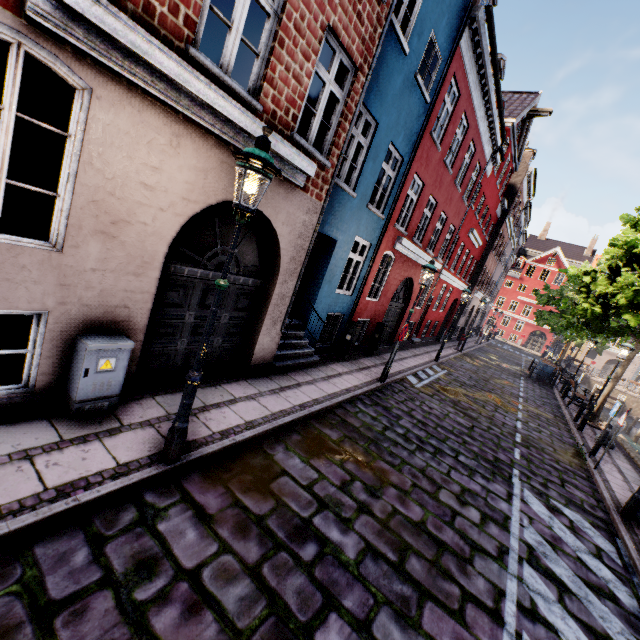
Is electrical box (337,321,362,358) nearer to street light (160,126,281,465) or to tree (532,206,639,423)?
street light (160,126,281,465)

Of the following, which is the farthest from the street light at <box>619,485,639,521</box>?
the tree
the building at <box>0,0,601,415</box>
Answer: the building at <box>0,0,601,415</box>

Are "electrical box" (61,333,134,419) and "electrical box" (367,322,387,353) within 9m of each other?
no

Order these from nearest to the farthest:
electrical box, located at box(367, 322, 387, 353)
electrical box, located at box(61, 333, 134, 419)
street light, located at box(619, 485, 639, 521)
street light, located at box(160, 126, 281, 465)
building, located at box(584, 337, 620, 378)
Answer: street light, located at box(160, 126, 281, 465), electrical box, located at box(61, 333, 134, 419), street light, located at box(619, 485, 639, 521), electrical box, located at box(367, 322, 387, 353), building, located at box(584, 337, 620, 378)

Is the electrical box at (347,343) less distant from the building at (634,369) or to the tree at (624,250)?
the building at (634,369)

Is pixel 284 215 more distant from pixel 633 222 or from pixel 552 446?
pixel 633 222

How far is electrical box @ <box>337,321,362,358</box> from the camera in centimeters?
1055cm

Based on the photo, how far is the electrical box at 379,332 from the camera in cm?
1259
